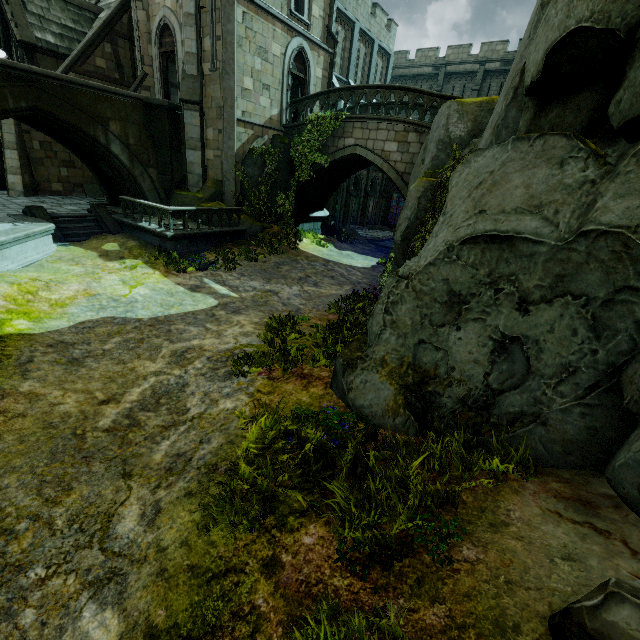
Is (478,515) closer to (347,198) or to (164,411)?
(164,411)

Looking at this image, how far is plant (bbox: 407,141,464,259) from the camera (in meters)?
9.27

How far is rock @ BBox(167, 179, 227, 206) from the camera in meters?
15.5

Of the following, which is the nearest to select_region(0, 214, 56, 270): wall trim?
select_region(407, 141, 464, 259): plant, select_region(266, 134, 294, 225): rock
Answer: select_region(266, 134, 294, 225): rock

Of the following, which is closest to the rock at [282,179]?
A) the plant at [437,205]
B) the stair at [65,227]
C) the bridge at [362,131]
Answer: the bridge at [362,131]

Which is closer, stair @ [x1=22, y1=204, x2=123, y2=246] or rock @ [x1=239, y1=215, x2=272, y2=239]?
stair @ [x1=22, y1=204, x2=123, y2=246]

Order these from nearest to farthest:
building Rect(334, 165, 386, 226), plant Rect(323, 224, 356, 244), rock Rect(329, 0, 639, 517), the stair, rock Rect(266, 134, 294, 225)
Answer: rock Rect(329, 0, 639, 517)
the stair
rock Rect(266, 134, 294, 225)
plant Rect(323, 224, 356, 244)
building Rect(334, 165, 386, 226)

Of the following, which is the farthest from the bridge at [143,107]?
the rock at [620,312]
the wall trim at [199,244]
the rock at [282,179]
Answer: the rock at [620,312]
